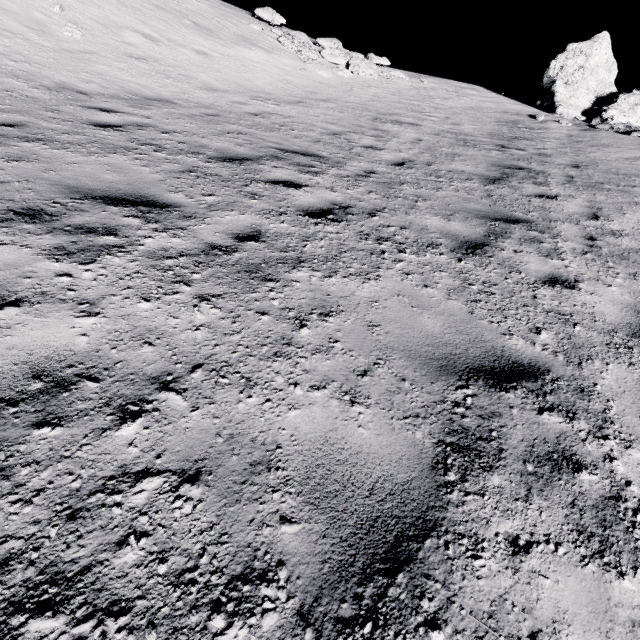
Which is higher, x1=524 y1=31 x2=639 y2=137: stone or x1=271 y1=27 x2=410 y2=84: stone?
x1=524 y1=31 x2=639 y2=137: stone

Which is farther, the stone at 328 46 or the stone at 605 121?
the stone at 328 46

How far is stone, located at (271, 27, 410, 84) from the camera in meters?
14.5

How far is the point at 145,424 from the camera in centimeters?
174cm

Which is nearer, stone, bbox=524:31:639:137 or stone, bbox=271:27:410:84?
stone, bbox=524:31:639:137

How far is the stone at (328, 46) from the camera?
14.50m
